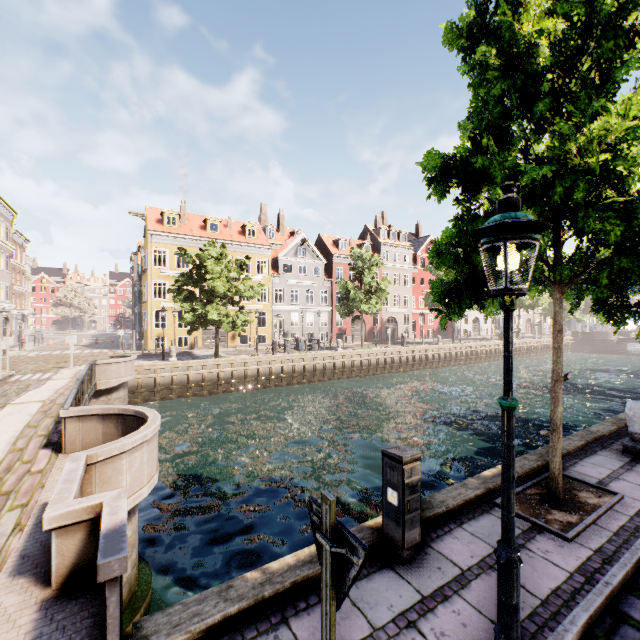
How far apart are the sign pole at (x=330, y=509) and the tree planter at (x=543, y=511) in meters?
4.1

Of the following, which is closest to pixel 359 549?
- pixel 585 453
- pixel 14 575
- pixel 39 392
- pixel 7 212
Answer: pixel 14 575

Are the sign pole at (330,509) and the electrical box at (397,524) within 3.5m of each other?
yes

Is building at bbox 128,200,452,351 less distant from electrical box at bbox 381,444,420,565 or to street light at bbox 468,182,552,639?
electrical box at bbox 381,444,420,565

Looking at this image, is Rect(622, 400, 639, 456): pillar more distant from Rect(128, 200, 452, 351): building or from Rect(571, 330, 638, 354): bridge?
Rect(571, 330, 638, 354): bridge

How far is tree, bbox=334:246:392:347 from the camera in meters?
29.1 m

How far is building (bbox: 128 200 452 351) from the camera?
30.23m

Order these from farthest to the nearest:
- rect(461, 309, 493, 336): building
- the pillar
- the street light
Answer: rect(461, 309, 493, 336): building < the pillar < the street light
